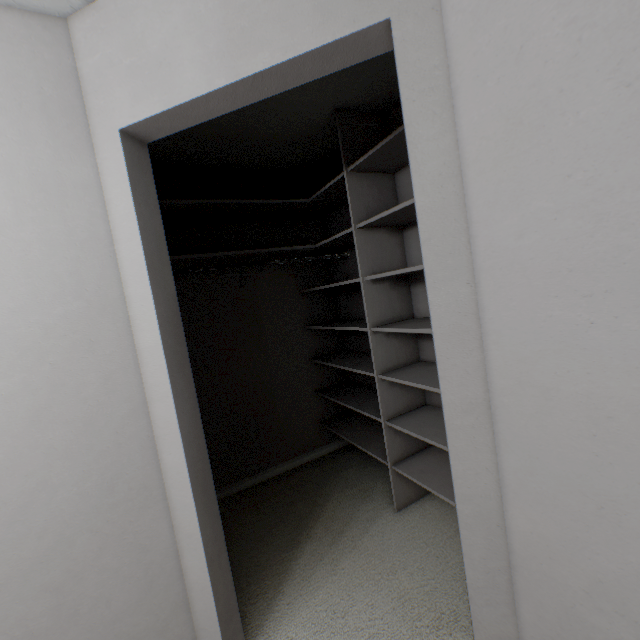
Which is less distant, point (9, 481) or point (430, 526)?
point (9, 481)
